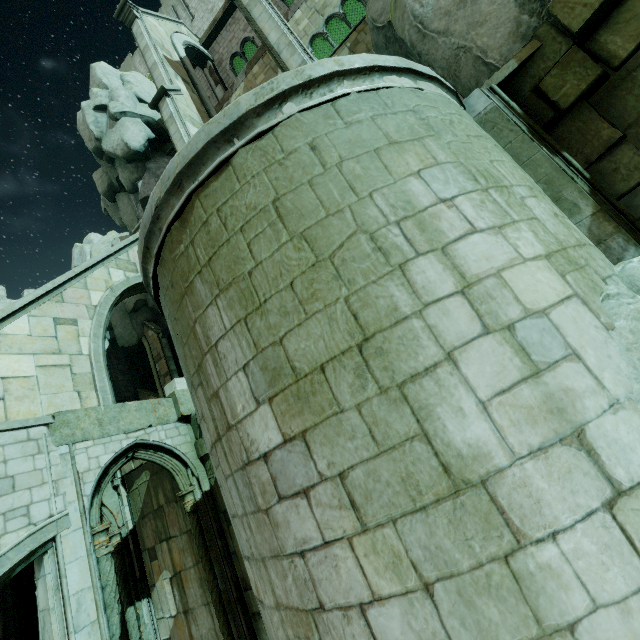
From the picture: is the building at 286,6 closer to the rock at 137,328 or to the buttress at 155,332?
the rock at 137,328

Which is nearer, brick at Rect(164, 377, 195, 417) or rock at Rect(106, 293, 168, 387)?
brick at Rect(164, 377, 195, 417)

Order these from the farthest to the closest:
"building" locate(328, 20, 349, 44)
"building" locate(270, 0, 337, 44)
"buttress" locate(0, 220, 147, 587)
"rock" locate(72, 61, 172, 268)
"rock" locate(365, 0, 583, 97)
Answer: "rock" locate(72, 61, 172, 268), "building" locate(328, 20, 349, 44), "building" locate(270, 0, 337, 44), "buttress" locate(0, 220, 147, 587), "rock" locate(365, 0, 583, 97)

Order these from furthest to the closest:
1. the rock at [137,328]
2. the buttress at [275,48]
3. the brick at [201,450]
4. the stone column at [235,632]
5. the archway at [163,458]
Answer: the rock at [137,328] < the brick at [201,450] < the buttress at [275,48] < the stone column at [235,632] < the archway at [163,458]

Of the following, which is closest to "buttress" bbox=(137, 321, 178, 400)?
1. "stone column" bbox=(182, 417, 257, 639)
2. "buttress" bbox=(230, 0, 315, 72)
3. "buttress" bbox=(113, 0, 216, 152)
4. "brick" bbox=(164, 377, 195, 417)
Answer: "brick" bbox=(164, 377, 195, 417)

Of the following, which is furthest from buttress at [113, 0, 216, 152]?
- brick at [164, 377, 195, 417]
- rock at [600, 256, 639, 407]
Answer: rock at [600, 256, 639, 407]

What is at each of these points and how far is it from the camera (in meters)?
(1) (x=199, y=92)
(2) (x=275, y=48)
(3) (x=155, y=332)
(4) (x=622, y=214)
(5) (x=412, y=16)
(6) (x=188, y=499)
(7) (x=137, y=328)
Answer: (1) buttress, 13.52
(2) buttress, 8.51
(3) buttress, 28.17
(4) stone column, 3.69
(5) rock, 5.34
(6) column top, 8.44
(7) rock, 29.03

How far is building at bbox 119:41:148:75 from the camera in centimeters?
2570cm
